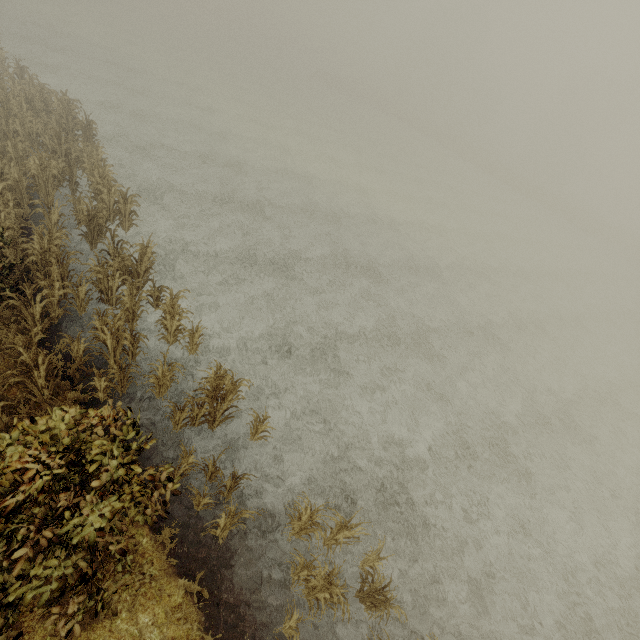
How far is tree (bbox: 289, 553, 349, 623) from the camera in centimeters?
579cm

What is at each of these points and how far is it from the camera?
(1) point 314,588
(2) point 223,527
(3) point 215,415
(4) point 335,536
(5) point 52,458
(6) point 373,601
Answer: (1) tree, 6.5m
(2) tree, 6.5m
(3) tree, 7.9m
(4) tree, 7.1m
(5) tree, 4.2m
(6) tree, 6.5m

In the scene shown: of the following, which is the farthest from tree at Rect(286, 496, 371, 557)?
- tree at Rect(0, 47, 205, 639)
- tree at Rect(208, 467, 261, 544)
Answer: tree at Rect(0, 47, 205, 639)

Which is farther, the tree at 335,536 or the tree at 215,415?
the tree at 215,415

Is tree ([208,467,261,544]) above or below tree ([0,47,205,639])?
below

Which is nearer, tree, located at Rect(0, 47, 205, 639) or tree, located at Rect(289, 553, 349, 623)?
tree, located at Rect(0, 47, 205, 639)

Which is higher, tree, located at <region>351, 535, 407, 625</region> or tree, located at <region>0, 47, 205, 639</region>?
tree, located at <region>0, 47, 205, 639</region>

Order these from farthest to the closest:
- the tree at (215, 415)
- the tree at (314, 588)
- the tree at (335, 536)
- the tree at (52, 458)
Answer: the tree at (215, 415) → the tree at (335, 536) → the tree at (314, 588) → the tree at (52, 458)
